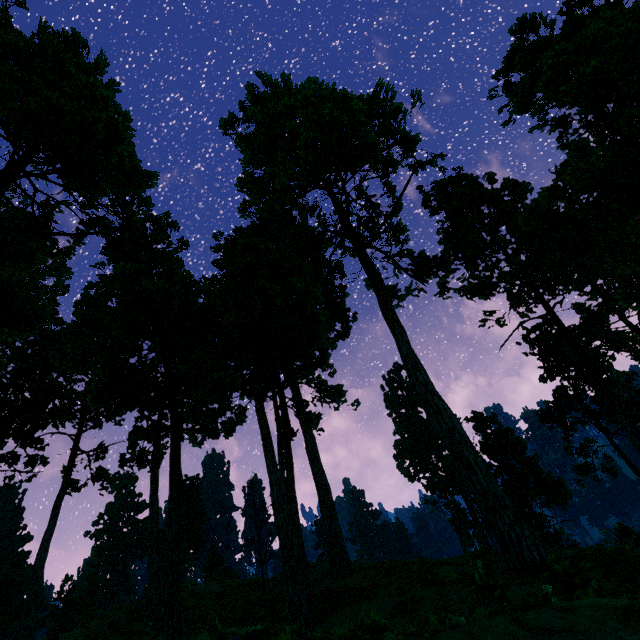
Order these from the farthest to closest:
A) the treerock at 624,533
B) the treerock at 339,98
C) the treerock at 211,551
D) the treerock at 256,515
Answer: the treerock at 211,551
the treerock at 624,533
the treerock at 256,515
the treerock at 339,98

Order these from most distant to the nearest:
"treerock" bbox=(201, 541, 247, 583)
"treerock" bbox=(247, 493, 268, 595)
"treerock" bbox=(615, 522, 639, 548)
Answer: "treerock" bbox=(201, 541, 247, 583), "treerock" bbox=(615, 522, 639, 548), "treerock" bbox=(247, 493, 268, 595)

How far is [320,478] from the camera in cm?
2238

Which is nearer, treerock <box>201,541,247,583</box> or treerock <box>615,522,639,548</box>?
treerock <box>615,522,639,548</box>

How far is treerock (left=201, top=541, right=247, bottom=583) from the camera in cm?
3634

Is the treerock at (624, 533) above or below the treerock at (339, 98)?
below
